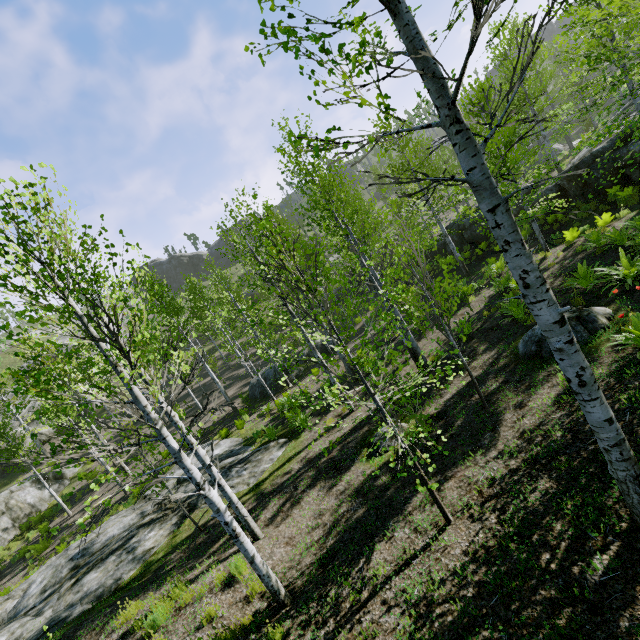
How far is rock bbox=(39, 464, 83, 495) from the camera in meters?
22.1 m

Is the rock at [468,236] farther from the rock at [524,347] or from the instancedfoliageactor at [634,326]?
the rock at [524,347]

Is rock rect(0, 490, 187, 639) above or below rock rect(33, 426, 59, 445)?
below

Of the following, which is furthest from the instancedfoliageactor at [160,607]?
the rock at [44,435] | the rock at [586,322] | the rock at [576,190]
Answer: the rock at [44,435]

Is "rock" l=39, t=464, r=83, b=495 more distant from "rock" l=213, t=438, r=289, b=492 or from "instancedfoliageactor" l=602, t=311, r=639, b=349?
"rock" l=213, t=438, r=289, b=492

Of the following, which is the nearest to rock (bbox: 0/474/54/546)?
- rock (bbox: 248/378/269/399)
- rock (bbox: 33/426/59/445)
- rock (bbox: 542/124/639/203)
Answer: rock (bbox: 33/426/59/445)

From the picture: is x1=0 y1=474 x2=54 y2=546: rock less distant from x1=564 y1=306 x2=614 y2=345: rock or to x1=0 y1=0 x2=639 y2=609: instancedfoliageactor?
x1=0 y1=0 x2=639 y2=609: instancedfoliageactor

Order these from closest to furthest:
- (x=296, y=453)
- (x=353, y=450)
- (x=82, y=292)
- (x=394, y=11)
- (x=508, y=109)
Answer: Answer: (x=394, y=11) < (x=82, y=292) < (x=353, y=450) < (x=296, y=453) < (x=508, y=109)
